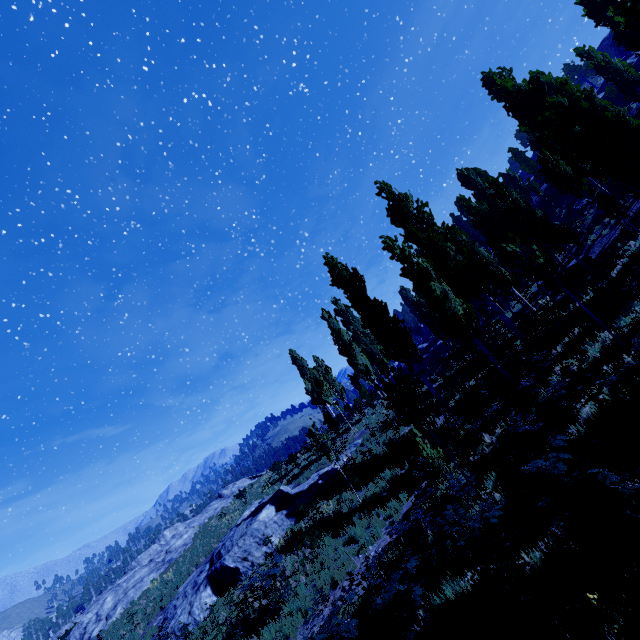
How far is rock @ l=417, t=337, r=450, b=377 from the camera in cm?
4850

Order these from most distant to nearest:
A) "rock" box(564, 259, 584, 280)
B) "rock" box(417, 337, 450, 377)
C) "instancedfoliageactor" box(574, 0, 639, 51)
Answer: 1. "rock" box(417, 337, 450, 377)
2. "rock" box(564, 259, 584, 280)
3. "instancedfoliageactor" box(574, 0, 639, 51)

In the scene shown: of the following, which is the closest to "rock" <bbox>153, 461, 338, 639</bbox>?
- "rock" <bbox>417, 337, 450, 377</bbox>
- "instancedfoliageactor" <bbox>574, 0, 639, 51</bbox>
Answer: "instancedfoliageactor" <bbox>574, 0, 639, 51</bbox>

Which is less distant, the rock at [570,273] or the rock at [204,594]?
the rock at [204,594]

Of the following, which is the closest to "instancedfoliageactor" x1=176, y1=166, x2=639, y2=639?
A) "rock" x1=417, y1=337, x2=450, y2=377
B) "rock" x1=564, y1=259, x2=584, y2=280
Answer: "rock" x1=564, y1=259, x2=584, y2=280

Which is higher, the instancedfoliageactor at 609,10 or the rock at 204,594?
the instancedfoliageactor at 609,10

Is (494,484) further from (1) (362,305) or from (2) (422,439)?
(1) (362,305)

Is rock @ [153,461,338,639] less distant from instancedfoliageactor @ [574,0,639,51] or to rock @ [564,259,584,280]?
instancedfoliageactor @ [574,0,639,51]
